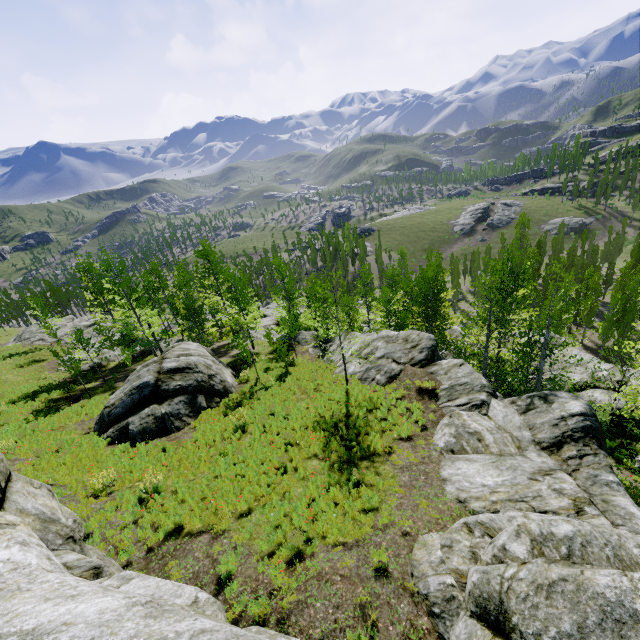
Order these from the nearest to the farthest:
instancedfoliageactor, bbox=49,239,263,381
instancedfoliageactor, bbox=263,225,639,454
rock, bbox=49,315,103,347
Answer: instancedfoliageactor, bbox=263,225,639,454 → instancedfoliageactor, bbox=49,239,263,381 → rock, bbox=49,315,103,347

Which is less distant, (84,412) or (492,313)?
(492,313)

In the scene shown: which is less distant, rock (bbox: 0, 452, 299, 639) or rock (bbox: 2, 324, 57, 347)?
rock (bbox: 0, 452, 299, 639)

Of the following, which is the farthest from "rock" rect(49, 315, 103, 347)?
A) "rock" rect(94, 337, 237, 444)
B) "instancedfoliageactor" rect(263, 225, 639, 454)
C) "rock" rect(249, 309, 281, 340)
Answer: "instancedfoliageactor" rect(263, 225, 639, 454)

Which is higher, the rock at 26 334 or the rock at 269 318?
the rock at 26 334

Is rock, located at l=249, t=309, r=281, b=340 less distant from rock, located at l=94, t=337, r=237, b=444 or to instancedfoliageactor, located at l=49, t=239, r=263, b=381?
instancedfoliageactor, located at l=49, t=239, r=263, b=381

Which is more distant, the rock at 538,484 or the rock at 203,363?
the rock at 203,363

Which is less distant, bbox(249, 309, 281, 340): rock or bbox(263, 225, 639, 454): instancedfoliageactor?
bbox(263, 225, 639, 454): instancedfoliageactor
